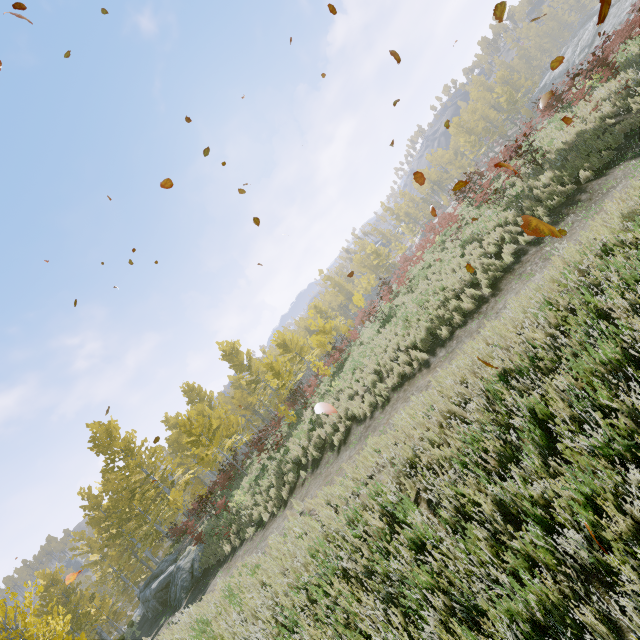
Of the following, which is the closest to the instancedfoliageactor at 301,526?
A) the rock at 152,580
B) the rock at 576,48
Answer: the rock at 152,580

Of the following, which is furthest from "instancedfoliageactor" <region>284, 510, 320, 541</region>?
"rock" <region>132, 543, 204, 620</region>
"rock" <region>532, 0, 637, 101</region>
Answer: "rock" <region>532, 0, 637, 101</region>

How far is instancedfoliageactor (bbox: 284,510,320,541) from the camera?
7.0m

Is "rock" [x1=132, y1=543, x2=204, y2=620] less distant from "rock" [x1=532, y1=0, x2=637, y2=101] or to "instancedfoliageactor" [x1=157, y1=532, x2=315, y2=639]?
"instancedfoliageactor" [x1=157, y1=532, x2=315, y2=639]

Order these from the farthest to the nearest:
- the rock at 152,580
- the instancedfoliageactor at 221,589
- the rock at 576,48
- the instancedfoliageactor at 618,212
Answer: the rock at 576,48, the rock at 152,580, the instancedfoliageactor at 221,589, the instancedfoliageactor at 618,212

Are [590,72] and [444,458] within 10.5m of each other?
no

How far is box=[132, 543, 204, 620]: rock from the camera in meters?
15.0
